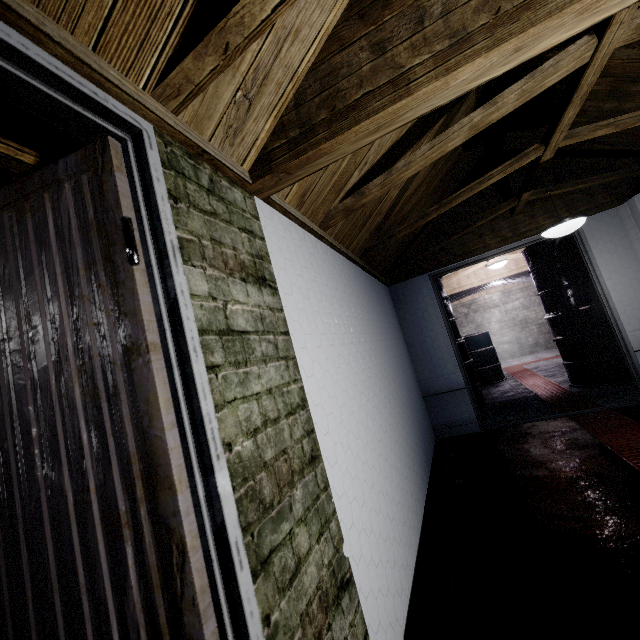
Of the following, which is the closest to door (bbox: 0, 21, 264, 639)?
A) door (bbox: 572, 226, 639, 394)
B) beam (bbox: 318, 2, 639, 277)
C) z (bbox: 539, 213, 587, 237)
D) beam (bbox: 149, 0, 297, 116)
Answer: beam (bbox: 149, 0, 297, 116)

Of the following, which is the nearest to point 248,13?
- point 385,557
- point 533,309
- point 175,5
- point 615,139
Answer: point 175,5

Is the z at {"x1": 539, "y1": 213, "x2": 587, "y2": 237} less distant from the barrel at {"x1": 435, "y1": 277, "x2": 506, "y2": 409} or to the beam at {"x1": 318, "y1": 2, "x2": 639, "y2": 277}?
the beam at {"x1": 318, "y1": 2, "x2": 639, "y2": 277}

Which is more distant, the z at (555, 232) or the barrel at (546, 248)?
the barrel at (546, 248)

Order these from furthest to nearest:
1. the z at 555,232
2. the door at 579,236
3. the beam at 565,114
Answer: the door at 579,236 < the z at 555,232 < the beam at 565,114

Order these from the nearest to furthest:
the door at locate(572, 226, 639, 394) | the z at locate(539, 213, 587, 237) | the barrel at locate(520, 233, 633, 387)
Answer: the z at locate(539, 213, 587, 237)
the door at locate(572, 226, 639, 394)
the barrel at locate(520, 233, 633, 387)

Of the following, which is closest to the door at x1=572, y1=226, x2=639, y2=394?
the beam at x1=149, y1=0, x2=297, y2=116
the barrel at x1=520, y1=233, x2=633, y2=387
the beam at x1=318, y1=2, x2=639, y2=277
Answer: the beam at x1=318, y1=2, x2=639, y2=277

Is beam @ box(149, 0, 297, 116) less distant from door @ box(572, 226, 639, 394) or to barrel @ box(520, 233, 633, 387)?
door @ box(572, 226, 639, 394)
